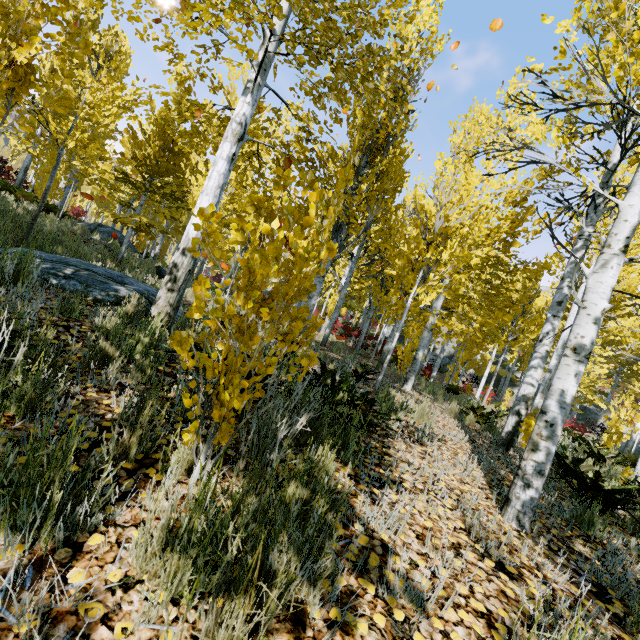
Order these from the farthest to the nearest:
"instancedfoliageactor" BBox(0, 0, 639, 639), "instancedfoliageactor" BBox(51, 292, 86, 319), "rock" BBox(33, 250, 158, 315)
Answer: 1. "rock" BBox(33, 250, 158, 315)
2. "instancedfoliageactor" BBox(51, 292, 86, 319)
3. "instancedfoliageactor" BBox(0, 0, 639, 639)

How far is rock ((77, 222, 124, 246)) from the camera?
15.64m

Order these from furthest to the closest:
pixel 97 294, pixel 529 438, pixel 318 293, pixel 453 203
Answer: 1. pixel 453 203
2. pixel 318 293
3. pixel 97 294
4. pixel 529 438

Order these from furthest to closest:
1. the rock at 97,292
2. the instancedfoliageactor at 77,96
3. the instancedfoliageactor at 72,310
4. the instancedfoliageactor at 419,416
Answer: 1. the instancedfoliageactor at 419,416
2. the rock at 97,292
3. the instancedfoliageactor at 72,310
4. the instancedfoliageactor at 77,96

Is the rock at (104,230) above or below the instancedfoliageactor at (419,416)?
above

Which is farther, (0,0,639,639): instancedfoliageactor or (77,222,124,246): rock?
(77,222,124,246): rock

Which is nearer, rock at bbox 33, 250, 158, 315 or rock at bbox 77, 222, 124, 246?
rock at bbox 33, 250, 158, 315
